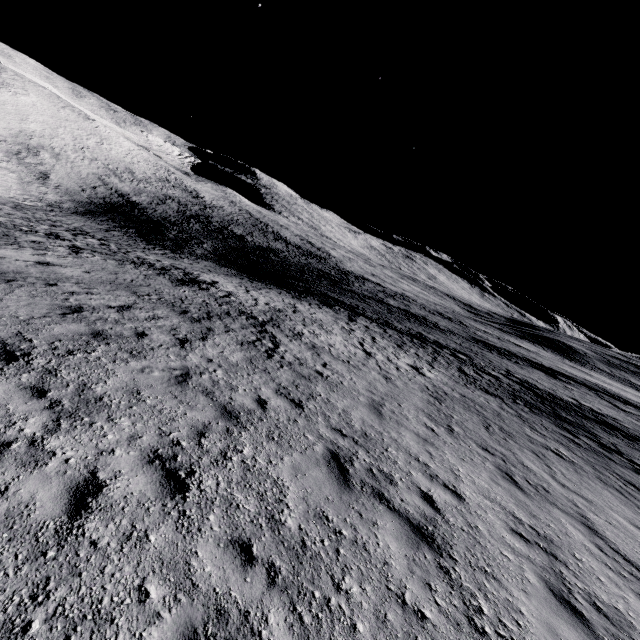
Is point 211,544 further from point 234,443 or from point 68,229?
point 68,229
